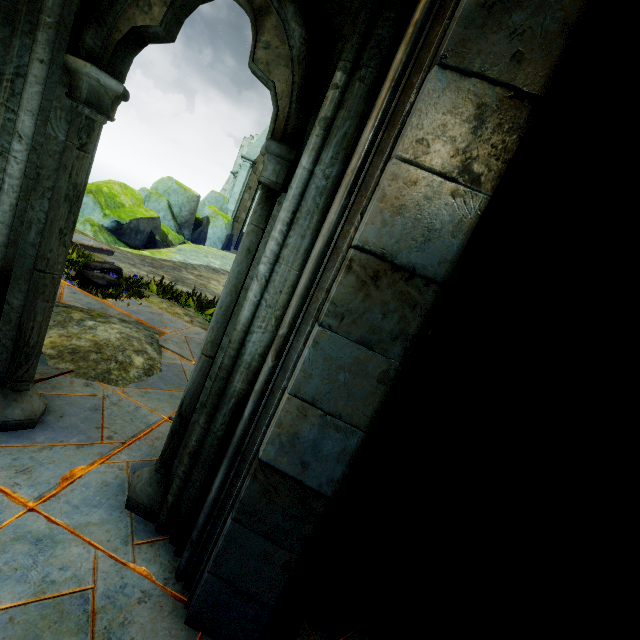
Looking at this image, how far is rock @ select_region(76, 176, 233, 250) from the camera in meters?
Result: 9.9 m

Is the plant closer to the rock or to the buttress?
the rock

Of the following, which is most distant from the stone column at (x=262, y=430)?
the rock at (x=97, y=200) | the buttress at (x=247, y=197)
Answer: the buttress at (x=247, y=197)

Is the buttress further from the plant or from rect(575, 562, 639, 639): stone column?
rect(575, 562, 639, 639): stone column

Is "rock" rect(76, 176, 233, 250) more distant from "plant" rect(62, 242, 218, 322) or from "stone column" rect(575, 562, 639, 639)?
"stone column" rect(575, 562, 639, 639)

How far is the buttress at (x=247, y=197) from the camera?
20.1 meters

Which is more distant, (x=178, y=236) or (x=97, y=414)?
(x=178, y=236)

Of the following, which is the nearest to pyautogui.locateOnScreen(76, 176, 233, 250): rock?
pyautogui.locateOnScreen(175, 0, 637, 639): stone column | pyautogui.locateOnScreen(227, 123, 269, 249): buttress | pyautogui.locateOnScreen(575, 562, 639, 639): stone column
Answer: pyautogui.locateOnScreen(227, 123, 269, 249): buttress
